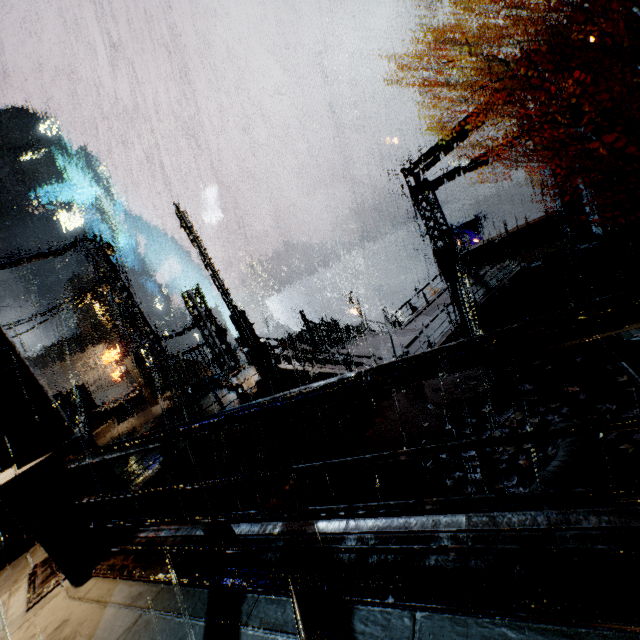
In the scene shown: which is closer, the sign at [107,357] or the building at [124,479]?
the building at [124,479]

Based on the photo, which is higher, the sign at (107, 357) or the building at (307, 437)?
the sign at (107, 357)

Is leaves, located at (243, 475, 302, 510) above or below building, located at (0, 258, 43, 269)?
below

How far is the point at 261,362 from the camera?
12.29m

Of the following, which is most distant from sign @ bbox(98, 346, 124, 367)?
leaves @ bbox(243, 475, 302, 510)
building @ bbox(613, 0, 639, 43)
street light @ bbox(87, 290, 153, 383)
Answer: leaves @ bbox(243, 475, 302, 510)

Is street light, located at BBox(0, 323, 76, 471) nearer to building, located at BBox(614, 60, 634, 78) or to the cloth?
building, located at BBox(614, 60, 634, 78)

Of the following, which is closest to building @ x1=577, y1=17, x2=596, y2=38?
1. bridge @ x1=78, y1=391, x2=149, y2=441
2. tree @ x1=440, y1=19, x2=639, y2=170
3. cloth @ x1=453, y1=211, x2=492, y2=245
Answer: bridge @ x1=78, y1=391, x2=149, y2=441

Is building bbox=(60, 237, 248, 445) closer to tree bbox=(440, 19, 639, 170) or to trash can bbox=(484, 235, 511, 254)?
trash can bbox=(484, 235, 511, 254)
